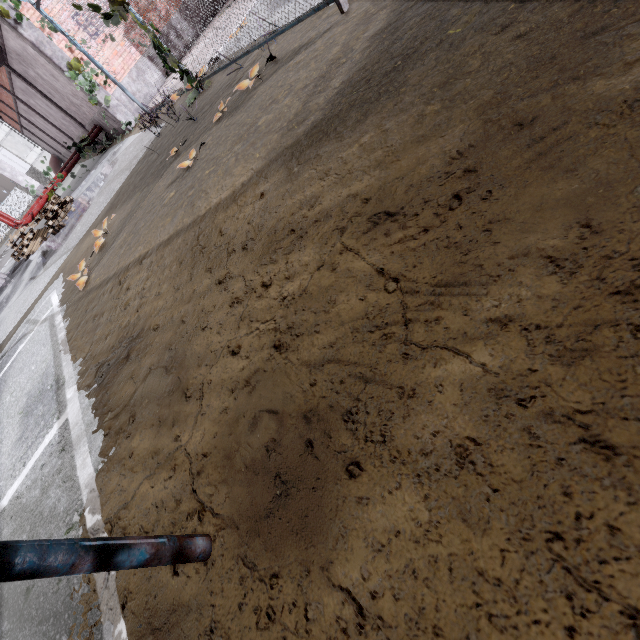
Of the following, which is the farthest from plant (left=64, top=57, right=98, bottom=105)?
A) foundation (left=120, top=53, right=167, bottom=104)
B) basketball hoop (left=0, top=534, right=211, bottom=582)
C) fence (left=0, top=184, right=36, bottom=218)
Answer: basketball hoop (left=0, top=534, right=211, bottom=582)

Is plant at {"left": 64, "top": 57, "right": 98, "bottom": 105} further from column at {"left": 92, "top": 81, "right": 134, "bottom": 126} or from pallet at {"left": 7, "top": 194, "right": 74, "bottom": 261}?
pallet at {"left": 7, "top": 194, "right": 74, "bottom": 261}

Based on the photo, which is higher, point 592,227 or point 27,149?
point 27,149

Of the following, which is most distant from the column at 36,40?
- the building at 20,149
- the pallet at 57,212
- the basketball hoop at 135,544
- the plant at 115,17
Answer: the building at 20,149

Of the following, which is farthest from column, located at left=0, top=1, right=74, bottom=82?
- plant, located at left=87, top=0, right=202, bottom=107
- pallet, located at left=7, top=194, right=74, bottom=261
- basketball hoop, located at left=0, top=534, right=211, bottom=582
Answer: basketball hoop, located at left=0, top=534, right=211, bottom=582

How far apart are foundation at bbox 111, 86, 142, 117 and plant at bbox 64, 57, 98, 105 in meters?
0.5 m

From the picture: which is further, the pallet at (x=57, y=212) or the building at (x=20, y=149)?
the building at (x=20, y=149)
